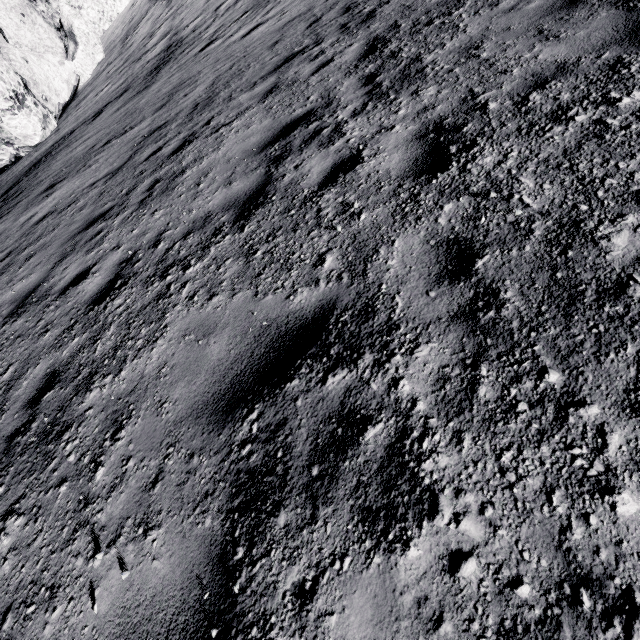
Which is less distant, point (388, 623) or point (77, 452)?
point (388, 623)
